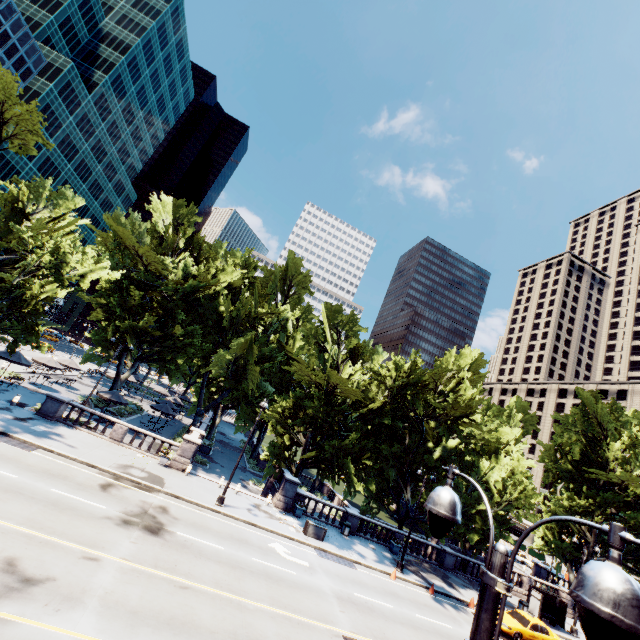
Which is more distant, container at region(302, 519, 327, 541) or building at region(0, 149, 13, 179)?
building at region(0, 149, 13, 179)

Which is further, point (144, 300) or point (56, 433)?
point (144, 300)

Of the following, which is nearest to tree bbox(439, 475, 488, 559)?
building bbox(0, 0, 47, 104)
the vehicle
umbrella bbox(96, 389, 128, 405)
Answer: umbrella bbox(96, 389, 128, 405)

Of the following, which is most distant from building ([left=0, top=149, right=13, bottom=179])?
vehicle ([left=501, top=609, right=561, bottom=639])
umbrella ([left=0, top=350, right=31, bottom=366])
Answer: vehicle ([left=501, top=609, right=561, bottom=639])

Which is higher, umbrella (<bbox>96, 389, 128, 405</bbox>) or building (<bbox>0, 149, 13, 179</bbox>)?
building (<bbox>0, 149, 13, 179</bbox>)

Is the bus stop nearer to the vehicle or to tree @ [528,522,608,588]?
the vehicle

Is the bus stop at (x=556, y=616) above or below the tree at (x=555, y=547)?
below

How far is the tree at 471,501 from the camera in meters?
28.5 m
